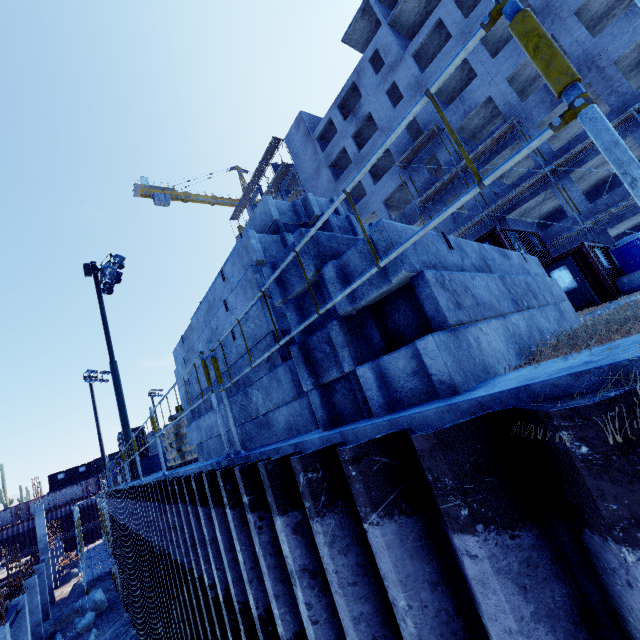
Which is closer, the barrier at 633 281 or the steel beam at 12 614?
the barrier at 633 281

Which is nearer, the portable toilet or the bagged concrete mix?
the bagged concrete mix

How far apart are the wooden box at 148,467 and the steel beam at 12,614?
5.86m

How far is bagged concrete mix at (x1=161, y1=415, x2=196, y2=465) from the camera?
7.8 meters

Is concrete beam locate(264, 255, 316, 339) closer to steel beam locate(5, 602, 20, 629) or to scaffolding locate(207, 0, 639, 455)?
steel beam locate(5, 602, 20, 629)

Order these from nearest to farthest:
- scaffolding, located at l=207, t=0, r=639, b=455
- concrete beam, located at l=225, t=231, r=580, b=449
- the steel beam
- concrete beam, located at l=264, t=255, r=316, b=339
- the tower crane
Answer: scaffolding, located at l=207, t=0, r=639, b=455 < concrete beam, located at l=225, t=231, r=580, b=449 < concrete beam, located at l=264, t=255, r=316, b=339 < the steel beam < the tower crane

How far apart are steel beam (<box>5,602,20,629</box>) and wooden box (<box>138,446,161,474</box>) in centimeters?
586cm

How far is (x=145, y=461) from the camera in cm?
1741
